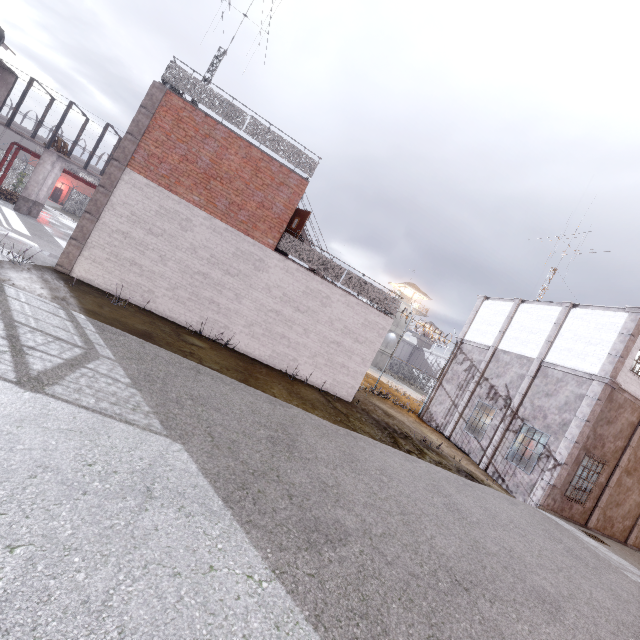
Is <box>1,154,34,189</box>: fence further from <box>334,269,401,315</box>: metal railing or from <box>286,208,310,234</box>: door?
<box>286,208,310,234</box>: door

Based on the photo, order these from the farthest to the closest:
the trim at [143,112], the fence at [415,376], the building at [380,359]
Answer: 1. the building at [380,359]
2. the fence at [415,376]
3. the trim at [143,112]

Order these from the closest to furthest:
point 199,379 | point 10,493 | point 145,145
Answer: point 10,493
point 199,379
point 145,145

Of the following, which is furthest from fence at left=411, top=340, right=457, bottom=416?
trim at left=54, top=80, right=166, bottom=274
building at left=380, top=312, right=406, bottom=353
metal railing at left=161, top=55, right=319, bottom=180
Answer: trim at left=54, top=80, right=166, bottom=274

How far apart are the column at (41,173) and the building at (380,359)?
45.13m

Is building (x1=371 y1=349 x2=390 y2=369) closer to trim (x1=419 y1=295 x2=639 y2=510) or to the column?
trim (x1=419 y1=295 x2=639 y2=510)

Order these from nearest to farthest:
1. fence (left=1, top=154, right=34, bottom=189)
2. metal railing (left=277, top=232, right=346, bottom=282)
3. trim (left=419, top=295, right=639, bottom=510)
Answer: metal railing (left=277, top=232, right=346, bottom=282)
trim (left=419, top=295, right=639, bottom=510)
fence (left=1, top=154, right=34, bottom=189)

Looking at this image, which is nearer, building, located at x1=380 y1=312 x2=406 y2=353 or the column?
the column
